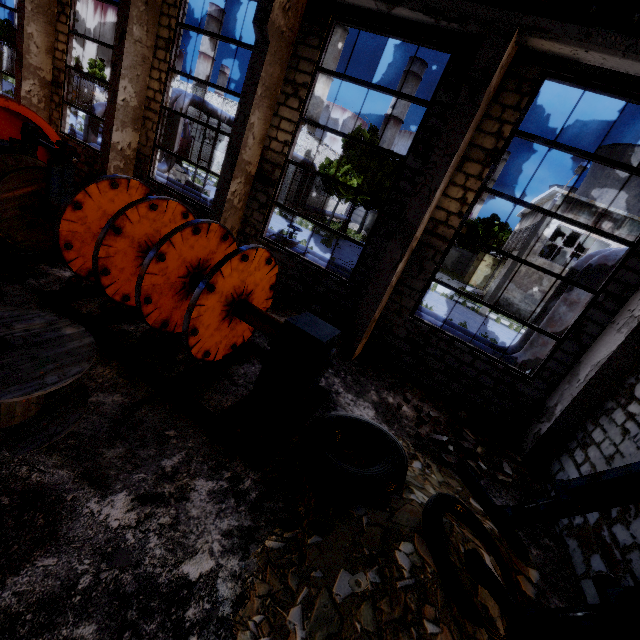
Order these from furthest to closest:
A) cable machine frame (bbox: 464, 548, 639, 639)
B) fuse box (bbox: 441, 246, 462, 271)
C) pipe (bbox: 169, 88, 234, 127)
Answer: fuse box (bbox: 441, 246, 462, 271) < pipe (bbox: 169, 88, 234, 127) < cable machine frame (bbox: 464, 548, 639, 639)

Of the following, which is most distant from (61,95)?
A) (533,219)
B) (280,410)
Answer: (533,219)

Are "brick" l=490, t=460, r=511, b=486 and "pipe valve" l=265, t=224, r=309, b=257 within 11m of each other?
yes

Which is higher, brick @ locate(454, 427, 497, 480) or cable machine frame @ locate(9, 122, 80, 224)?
cable machine frame @ locate(9, 122, 80, 224)

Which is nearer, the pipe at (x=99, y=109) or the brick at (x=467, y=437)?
the brick at (x=467, y=437)

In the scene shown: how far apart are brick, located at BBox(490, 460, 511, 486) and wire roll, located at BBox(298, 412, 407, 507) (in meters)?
2.37

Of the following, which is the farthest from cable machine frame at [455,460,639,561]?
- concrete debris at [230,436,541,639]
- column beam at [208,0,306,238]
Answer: column beam at [208,0,306,238]

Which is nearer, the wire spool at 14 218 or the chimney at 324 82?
the wire spool at 14 218
